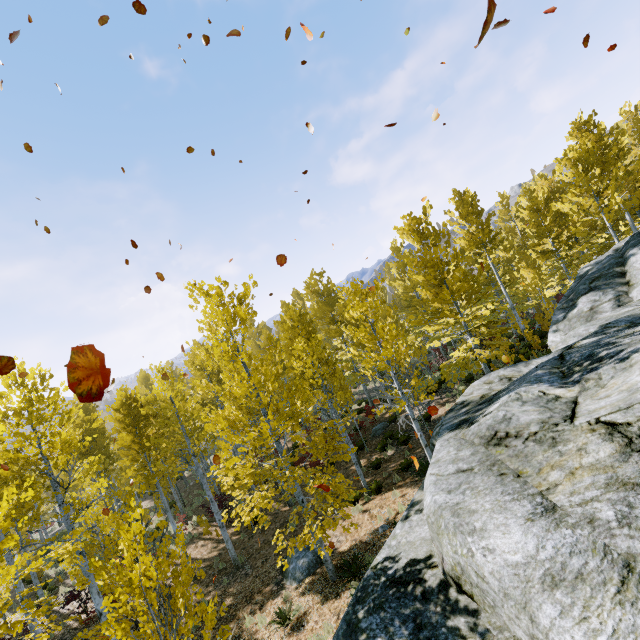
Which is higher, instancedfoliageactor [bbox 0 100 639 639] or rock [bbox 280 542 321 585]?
instancedfoliageactor [bbox 0 100 639 639]

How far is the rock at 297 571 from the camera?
10.1m

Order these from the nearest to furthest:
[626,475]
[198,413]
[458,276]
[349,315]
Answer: [626,475]
[349,315]
[458,276]
[198,413]

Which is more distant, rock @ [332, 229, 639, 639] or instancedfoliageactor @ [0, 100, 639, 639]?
instancedfoliageactor @ [0, 100, 639, 639]

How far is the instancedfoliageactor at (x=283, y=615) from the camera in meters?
8.3 m

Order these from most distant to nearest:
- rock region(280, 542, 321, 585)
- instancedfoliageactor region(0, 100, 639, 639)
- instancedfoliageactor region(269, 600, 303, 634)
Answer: rock region(280, 542, 321, 585), instancedfoliageactor region(269, 600, 303, 634), instancedfoliageactor region(0, 100, 639, 639)

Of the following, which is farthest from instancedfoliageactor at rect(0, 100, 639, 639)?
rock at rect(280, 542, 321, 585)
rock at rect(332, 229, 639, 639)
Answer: rock at rect(280, 542, 321, 585)

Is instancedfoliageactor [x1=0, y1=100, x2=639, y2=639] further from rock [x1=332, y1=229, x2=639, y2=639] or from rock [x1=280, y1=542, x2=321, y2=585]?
rock [x1=280, y1=542, x2=321, y2=585]
